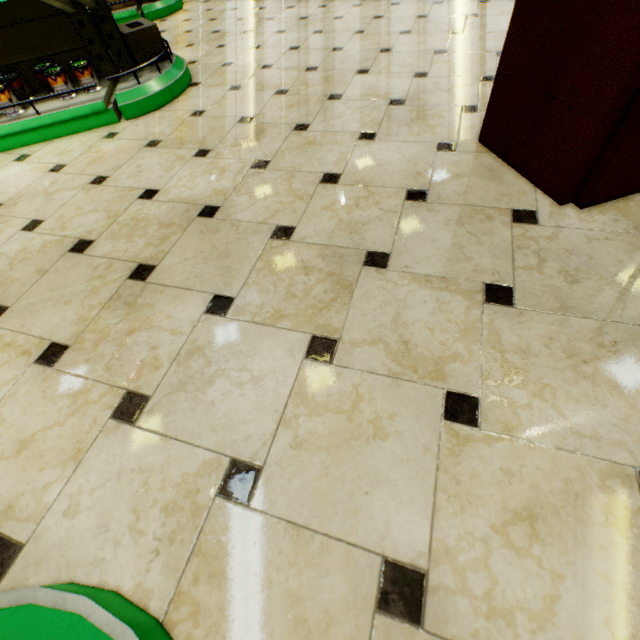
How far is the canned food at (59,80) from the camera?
2.3m

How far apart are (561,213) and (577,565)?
1.19m

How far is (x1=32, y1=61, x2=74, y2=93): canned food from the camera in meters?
2.3

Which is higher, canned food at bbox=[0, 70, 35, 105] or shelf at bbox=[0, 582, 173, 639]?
canned food at bbox=[0, 70, 35, 105]

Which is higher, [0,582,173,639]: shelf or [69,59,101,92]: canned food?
[69,59,101,92]: canned food

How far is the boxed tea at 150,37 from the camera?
2.47m

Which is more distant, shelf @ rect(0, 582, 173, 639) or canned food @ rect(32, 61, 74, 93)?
canned food @ rect(32, 61, 74, 93)
